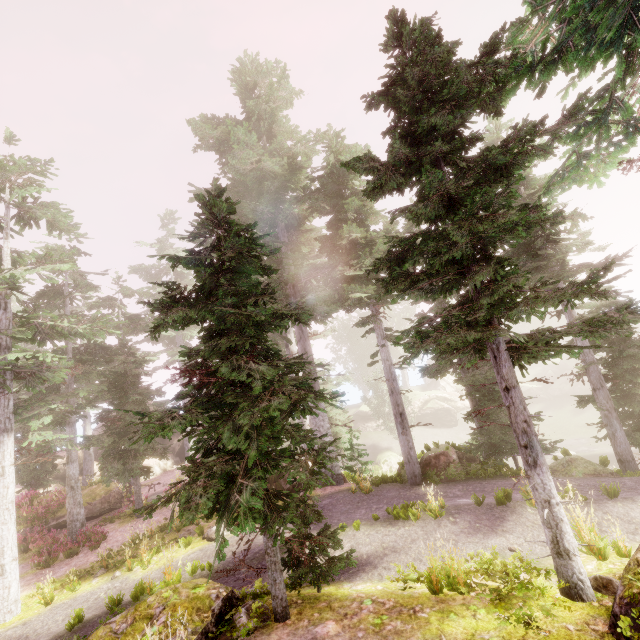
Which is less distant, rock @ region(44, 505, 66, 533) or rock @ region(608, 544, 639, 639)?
rock @ region(608, 544, 639, 639)

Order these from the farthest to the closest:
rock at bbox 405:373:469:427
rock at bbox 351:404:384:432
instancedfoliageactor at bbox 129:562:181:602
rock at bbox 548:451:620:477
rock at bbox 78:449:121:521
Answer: rock at bbox 405:373:469:427 → rock at bbox 351:404:384:432 → rock at bbox 78:449:121:521 → rock at bbox 548:451:620:477 → instancedfoliageactor at bbox 129:562:181:602

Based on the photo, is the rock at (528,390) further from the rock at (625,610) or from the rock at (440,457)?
the rock at (625,610)

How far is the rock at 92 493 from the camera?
19.0m

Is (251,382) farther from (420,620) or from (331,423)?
(331,423)

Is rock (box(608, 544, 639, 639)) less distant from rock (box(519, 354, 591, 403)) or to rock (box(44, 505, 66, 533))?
rock (box(44, 505, 66, 533))

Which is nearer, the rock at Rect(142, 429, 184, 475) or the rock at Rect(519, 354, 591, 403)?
the rock at Rect(142, 429, 184, 475)

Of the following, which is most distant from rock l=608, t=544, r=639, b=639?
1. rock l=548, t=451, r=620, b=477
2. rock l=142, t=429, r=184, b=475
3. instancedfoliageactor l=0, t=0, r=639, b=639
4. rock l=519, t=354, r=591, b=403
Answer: rock l=519, t=354, r=591, b=403
